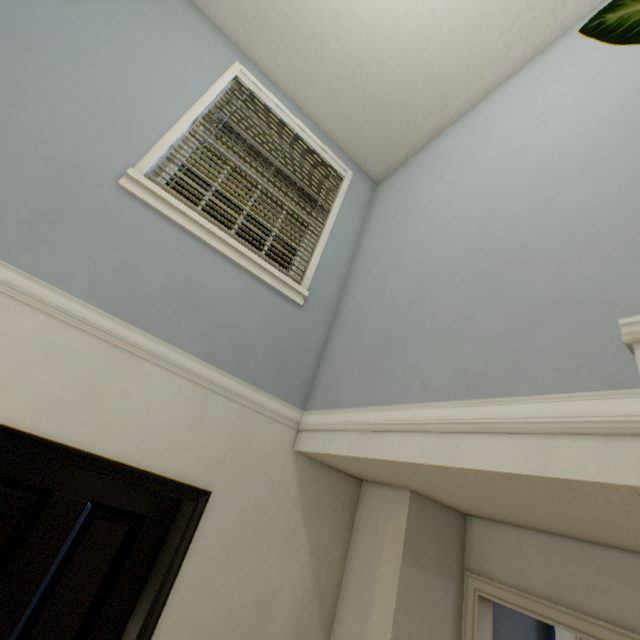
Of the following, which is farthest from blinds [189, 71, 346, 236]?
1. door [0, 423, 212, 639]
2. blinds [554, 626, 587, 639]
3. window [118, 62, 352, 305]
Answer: blinds [554, 626, 587, 639]

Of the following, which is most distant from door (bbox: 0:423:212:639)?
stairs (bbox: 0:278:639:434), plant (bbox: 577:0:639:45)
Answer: plant (bbox: 577:0:639:45)

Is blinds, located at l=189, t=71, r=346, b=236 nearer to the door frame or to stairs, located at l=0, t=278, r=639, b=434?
stairs, located at l=0, t=278, r=639, b=434

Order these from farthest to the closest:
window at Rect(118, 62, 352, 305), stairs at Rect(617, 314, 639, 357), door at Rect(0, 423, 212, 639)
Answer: window at Rect(118, 62, 352, 305) < door at Rect(0, 423, 212, 639) < stairs at Rect(617, 314, 639, 357)

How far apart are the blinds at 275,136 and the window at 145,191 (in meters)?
0.00

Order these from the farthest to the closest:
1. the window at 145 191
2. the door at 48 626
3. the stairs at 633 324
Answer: the window at 145 191
the door at 48 626
the stairs at 633 324

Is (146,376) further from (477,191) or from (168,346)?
(477,191)

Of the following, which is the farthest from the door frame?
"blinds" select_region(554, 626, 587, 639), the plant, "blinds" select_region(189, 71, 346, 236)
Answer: "blinds" select_region(189, 71, 346, 236)
